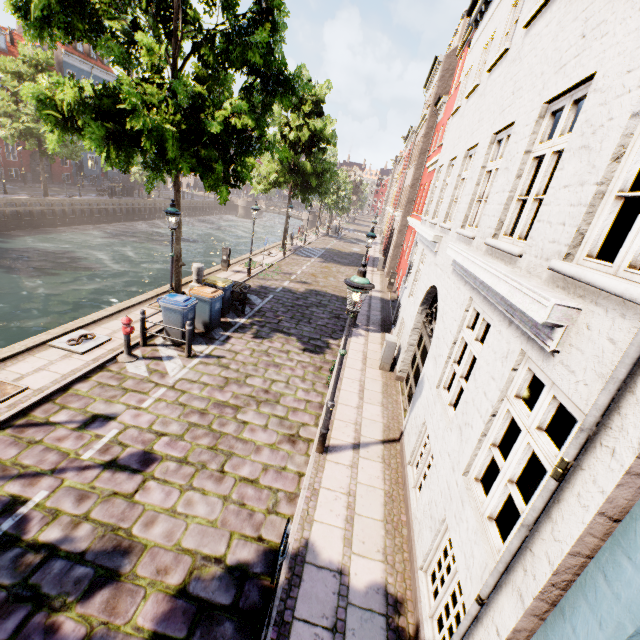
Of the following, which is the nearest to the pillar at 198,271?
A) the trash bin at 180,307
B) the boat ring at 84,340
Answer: the trash bin at 180,307

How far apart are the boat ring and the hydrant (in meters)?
0.67

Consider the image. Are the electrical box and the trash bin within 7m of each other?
yes

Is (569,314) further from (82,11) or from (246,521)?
(82,11)

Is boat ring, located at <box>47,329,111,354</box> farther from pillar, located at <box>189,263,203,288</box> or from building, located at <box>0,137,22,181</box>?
building, located at <box>0,137,22,181</box>

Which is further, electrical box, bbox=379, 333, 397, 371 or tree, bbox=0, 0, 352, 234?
electrical box, bbox=379, 333, 397, 371

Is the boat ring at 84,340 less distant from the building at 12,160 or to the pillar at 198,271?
the pillar at 198,271

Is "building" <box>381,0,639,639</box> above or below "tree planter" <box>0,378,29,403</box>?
above
